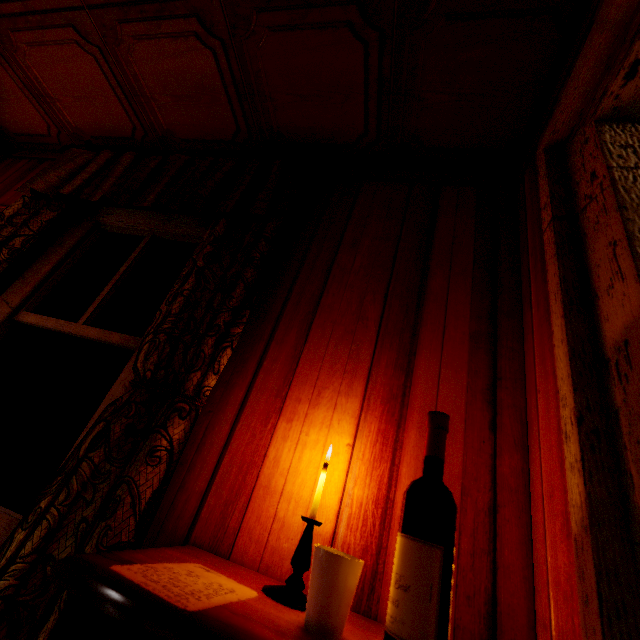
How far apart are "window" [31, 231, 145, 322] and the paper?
1.1 meters

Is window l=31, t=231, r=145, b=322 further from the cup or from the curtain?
the cup

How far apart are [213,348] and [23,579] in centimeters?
82cm

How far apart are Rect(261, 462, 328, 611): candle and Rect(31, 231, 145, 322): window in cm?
115

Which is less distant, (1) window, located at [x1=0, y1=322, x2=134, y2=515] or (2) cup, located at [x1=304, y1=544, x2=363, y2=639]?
(2) cup, located at [x1=304, y1=544, x2=363, y2=639]

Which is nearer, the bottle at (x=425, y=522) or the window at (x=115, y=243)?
the bottle at (x=425, y=522)

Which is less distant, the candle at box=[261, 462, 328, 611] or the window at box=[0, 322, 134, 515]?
the candle at box=[261, 462, 328, 611]

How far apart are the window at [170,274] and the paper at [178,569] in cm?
113
